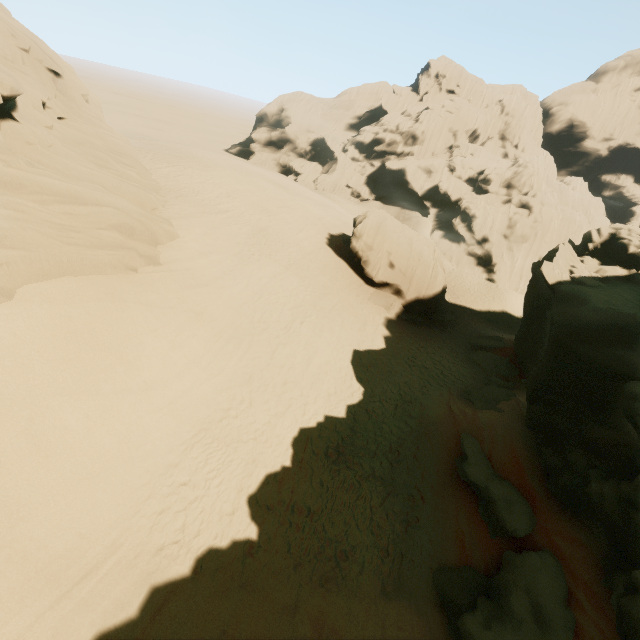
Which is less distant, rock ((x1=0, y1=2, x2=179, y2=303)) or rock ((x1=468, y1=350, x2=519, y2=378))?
rock ((x1=0, y1=2, x2=179, y2=303))

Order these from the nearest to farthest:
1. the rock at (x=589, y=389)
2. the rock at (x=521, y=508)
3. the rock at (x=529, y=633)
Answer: the rock at (x=529, y=633) < the rock at (x=589, y=389) < the rock at (x=521, y=508)

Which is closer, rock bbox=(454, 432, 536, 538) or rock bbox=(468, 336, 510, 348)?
rock bbox=(454, 432, 536, 538)

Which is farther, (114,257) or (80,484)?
(114,257)

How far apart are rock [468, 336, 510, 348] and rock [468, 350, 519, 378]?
0.79m

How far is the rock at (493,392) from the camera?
16.22m

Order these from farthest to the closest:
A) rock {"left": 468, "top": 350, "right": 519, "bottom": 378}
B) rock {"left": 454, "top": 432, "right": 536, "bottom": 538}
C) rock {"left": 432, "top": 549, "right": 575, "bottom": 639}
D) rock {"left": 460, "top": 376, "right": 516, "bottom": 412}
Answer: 1. rock {"left": 468, "top": 350, "right": 519, "bottom": 378}
2. rock {"left": 460, "top": 376, "right": 516, "bottom": 412}
3. rock {"left": 454, "top": 432, "right": 536, "bottom": 538}
4. rock {"left": 432, "top": 549, "right": 575, "bottom": 639}

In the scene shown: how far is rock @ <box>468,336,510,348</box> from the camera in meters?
23.7 m
